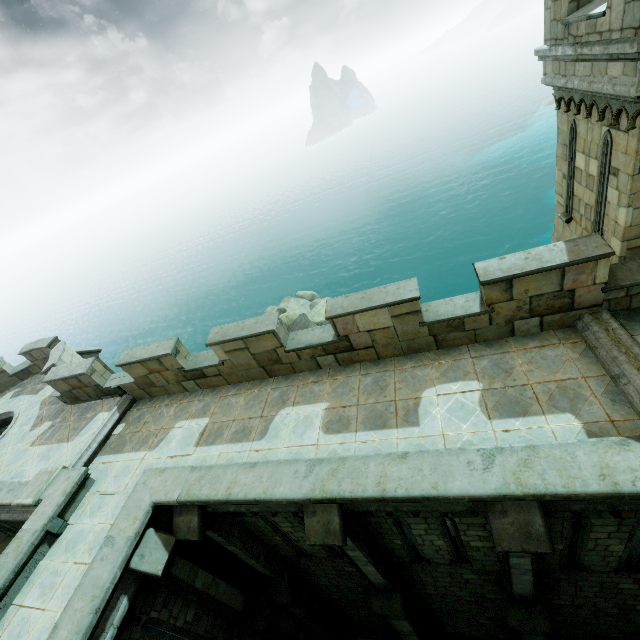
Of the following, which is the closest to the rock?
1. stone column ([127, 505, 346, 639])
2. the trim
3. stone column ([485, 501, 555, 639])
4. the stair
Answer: stone column ([485, 501, 555, 639])

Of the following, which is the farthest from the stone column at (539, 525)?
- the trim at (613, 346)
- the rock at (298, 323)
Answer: the rock at (298, 323)

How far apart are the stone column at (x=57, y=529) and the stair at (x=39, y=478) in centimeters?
103cm

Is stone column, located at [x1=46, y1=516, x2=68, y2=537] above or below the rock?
above

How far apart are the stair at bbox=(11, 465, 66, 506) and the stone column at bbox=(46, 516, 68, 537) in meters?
1.0 m

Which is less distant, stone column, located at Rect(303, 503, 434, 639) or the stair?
stone column, located at Rect(303, 503, 434, 639)

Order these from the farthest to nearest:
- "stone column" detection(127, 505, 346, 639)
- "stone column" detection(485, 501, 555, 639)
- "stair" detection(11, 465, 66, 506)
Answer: "stair" detection(11, 465, 66, 506), "stone column" detection(127, 505, 346, 639), "stone column" detection(485, 501, 555, 639)

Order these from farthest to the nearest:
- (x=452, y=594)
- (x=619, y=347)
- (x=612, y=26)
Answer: (x=452, y=594)
(x=619, y=347)
(x=612, y=26)
